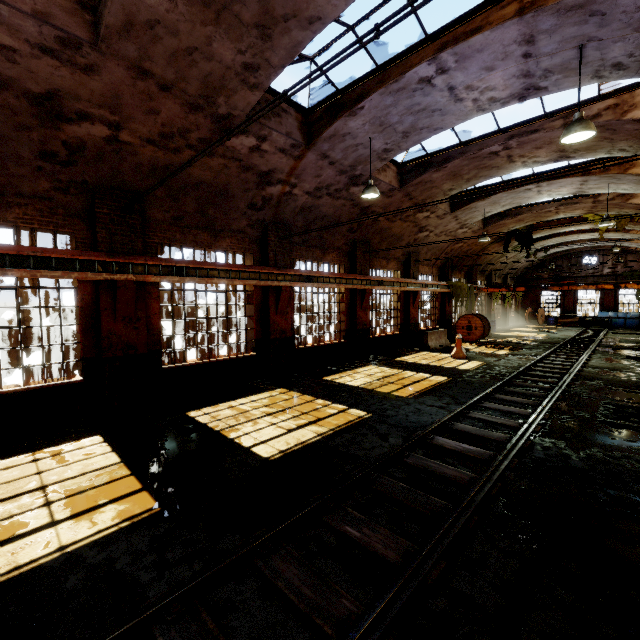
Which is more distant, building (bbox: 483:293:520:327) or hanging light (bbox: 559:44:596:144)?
building (bbox: 483:293:520:327)

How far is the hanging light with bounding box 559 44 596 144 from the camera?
5.78m

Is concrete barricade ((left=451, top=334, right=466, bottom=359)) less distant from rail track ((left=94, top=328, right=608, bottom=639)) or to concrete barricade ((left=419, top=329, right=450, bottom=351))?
concrete barricade ((left=419, top=329, right=450, bottom=351))

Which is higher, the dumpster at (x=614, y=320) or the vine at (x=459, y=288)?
the vine at (x=459, y=288)

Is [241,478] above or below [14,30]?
below

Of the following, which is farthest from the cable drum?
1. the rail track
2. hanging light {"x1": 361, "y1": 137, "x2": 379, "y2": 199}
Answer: hanging light {"x1": 361, "y1": 137, "x2": 379, "y2": 199}

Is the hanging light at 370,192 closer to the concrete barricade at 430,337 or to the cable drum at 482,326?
the concrete barricade at 430,337

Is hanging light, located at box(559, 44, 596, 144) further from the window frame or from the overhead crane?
the overhead crane
